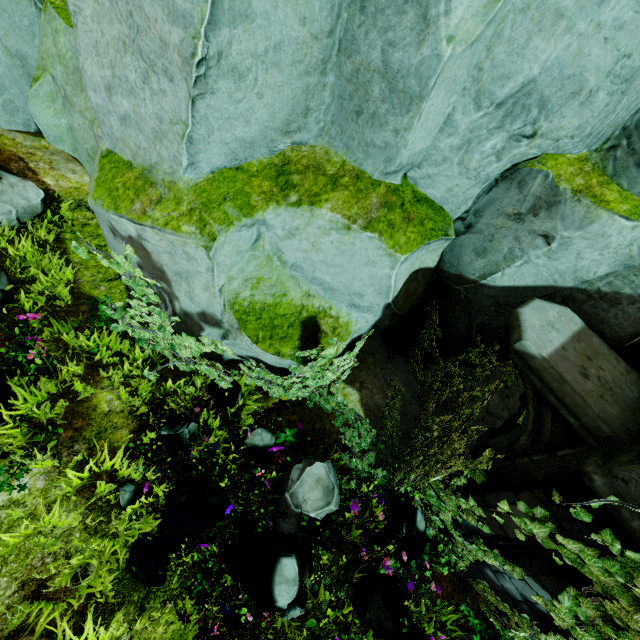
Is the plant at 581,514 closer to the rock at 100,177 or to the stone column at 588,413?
the stone column at 588,413

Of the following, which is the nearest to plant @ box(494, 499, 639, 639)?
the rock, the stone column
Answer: the stone column

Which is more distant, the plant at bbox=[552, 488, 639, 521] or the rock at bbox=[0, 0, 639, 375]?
the rock at bbox=[0, 0, 639, 375]

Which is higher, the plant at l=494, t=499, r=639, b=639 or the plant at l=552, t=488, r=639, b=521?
the plant at l=552, t=488, r=639, b=521

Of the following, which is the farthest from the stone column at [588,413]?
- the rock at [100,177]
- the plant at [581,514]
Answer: the rock at [100,177]

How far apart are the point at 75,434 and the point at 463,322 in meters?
5.4 m
